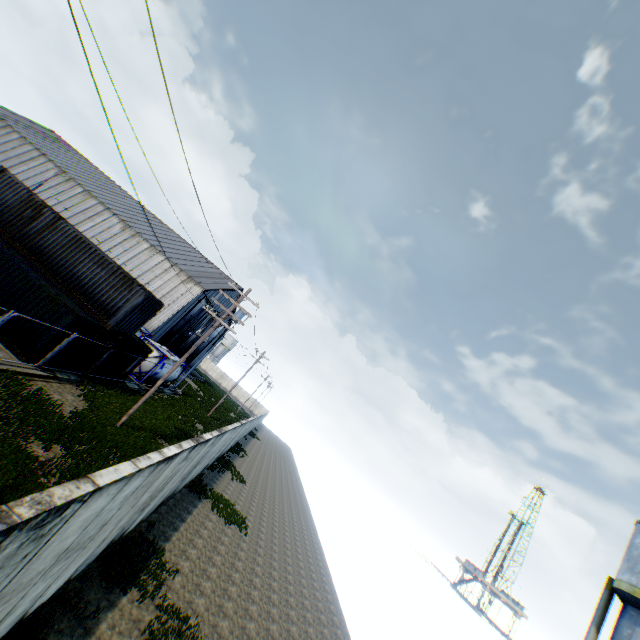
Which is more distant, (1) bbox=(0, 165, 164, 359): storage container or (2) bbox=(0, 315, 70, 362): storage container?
(1) bbox=(0, 165, 164, 359): storage container

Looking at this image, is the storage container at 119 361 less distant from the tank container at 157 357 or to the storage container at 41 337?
the storage container at 41 337

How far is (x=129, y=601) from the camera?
8.1 meters

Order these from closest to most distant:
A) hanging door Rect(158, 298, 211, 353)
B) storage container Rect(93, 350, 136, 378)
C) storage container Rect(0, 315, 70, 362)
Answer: storage container Rect(0, 315, 70, 362), storage container Rect(93, 350, 136, 378), hanging door Rect(158, 298, 211, 353)

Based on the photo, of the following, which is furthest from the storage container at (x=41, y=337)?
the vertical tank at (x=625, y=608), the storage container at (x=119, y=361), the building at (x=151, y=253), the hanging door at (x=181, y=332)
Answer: the vertical tank at (x=625, y=608)

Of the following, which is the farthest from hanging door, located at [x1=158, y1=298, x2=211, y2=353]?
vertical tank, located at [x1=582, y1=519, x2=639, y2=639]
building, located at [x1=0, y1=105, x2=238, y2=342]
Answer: vertical tank, located at [x1=582, y1=519, x2=639, y2=639]

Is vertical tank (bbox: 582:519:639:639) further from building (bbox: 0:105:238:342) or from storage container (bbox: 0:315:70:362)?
building (bbox: 0:105:238:342)
